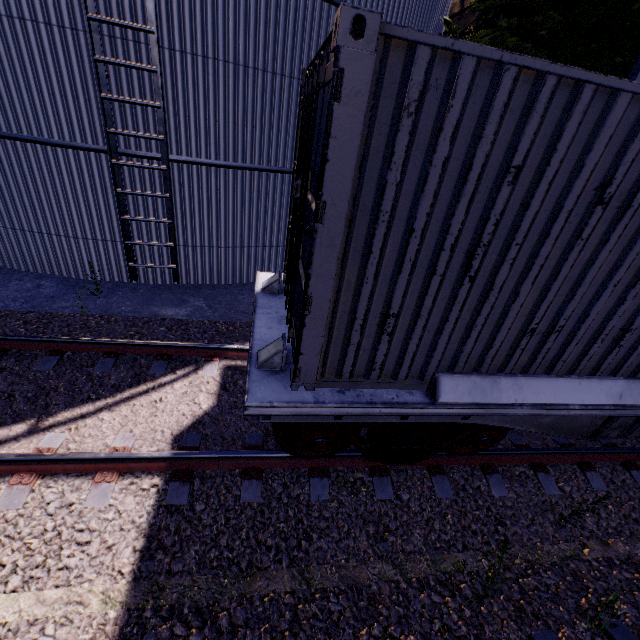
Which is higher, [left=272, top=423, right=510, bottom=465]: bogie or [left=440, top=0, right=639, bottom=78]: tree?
[left=440, top=0, right=639, bottom=78]: tree

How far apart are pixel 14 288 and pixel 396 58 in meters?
8.4

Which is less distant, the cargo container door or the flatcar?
Result: the cargo container door

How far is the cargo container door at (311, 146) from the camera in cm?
223

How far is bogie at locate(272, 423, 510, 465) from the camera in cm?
339

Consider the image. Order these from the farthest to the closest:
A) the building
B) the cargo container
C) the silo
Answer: the building
the silo
the cargo container

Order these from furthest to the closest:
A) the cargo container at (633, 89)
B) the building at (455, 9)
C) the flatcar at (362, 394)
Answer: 1. the building at (455, 9)
2. the flatcar at (362, 394)
3. the cargo container at (633, 89)

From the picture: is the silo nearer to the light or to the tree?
the tree
